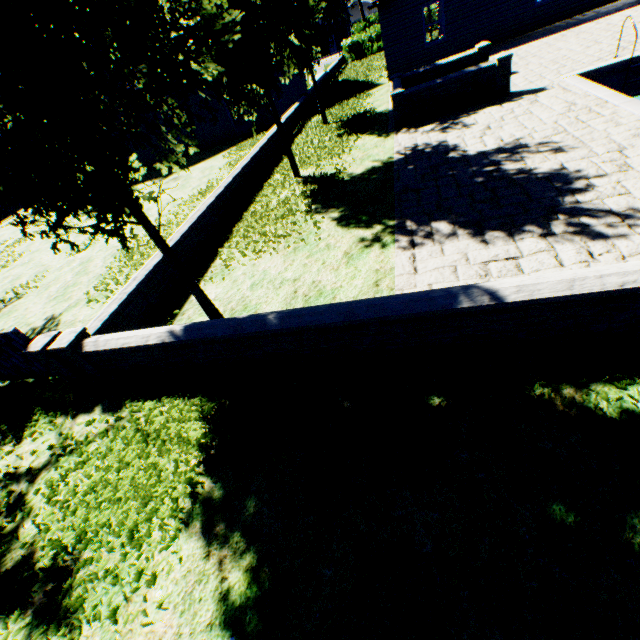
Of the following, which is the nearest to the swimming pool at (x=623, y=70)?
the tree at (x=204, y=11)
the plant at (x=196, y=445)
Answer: the tree at (x=204, y=11)

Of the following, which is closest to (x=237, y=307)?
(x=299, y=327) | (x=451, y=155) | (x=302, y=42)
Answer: (x=299, y=327)

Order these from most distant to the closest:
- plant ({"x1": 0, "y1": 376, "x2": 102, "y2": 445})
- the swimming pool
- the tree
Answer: the swimming pool
plant ({"x1": 0, "y1": 376, "x2": 102, "y2": 445})
the tree

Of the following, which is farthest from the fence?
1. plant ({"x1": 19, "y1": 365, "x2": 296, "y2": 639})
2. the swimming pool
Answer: the swimming pool

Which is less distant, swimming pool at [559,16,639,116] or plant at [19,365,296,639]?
plant at [19,365,296,639]

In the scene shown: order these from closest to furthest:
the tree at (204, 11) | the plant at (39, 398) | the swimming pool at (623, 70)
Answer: the tree at (204, 11) < the plant at (39, 398) < the swimming pool at (623, 70)

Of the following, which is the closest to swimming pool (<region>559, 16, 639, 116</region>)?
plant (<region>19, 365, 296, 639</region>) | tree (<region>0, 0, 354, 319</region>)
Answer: tree (<region>0, 0, 354, 319</region>)

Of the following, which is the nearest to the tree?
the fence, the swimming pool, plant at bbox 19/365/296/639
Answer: the fence
